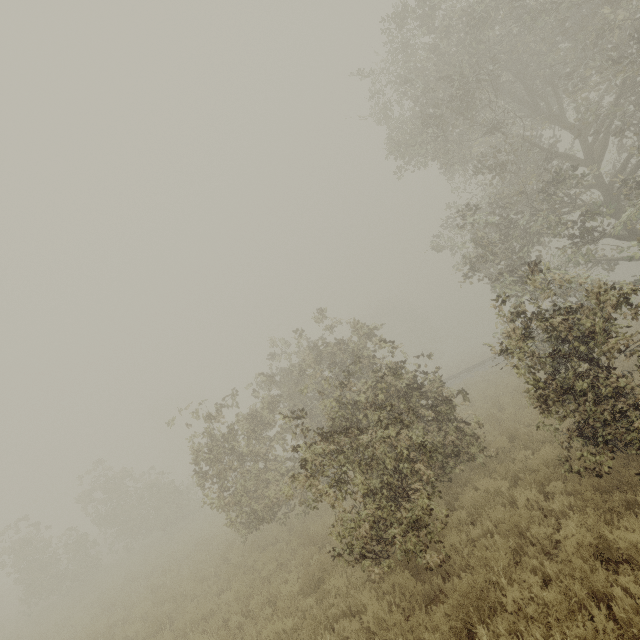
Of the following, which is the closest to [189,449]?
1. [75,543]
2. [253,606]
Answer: [253,606]
